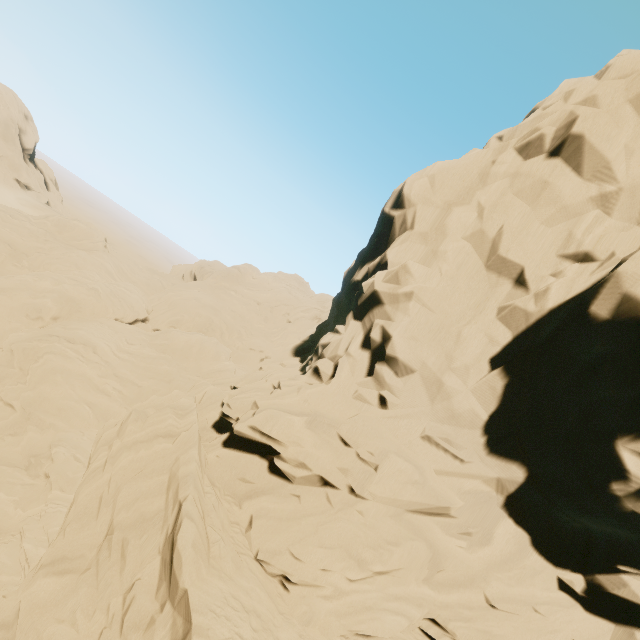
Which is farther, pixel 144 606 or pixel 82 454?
pixel 82 454
